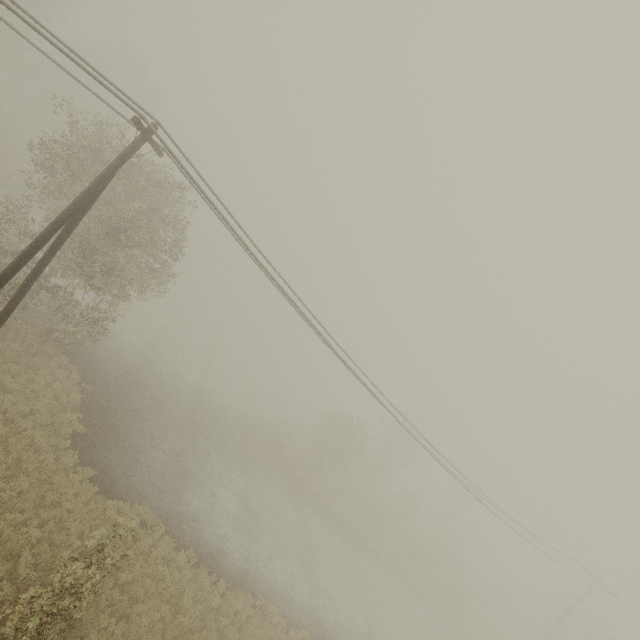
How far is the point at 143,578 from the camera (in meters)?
12.17
